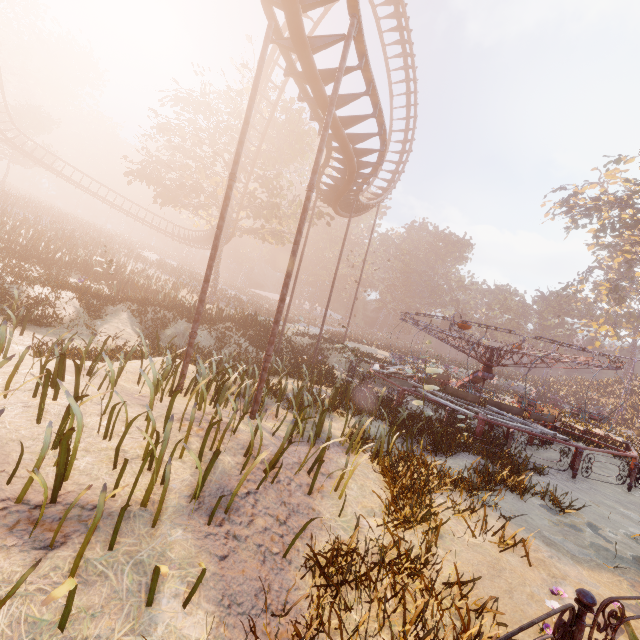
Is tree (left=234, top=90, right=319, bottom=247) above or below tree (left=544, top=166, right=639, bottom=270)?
below

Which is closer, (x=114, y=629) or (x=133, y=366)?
(x=114, y=629)

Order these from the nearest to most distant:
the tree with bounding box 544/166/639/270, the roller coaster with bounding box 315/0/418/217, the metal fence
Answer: the metal fence → the roller coaster with bounding box 315/0/418/217 → the tree with bounding box 544/166/639/270

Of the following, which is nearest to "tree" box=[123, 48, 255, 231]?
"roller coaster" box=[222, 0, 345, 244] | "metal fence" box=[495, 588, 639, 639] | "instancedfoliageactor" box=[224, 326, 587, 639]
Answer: "roller coaster" box=[222, 0, 345, 244]

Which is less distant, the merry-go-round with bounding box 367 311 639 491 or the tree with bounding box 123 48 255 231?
the merry-go-round with bounding box 367 311 639 491

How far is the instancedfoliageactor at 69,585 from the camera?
1.9m

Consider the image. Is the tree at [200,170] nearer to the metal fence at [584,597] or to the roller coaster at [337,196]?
the roller coaster at [337,196]

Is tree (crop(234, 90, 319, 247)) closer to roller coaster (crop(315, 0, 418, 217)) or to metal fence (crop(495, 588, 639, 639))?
roller coaster (crop(315, 0, 418, 217))
